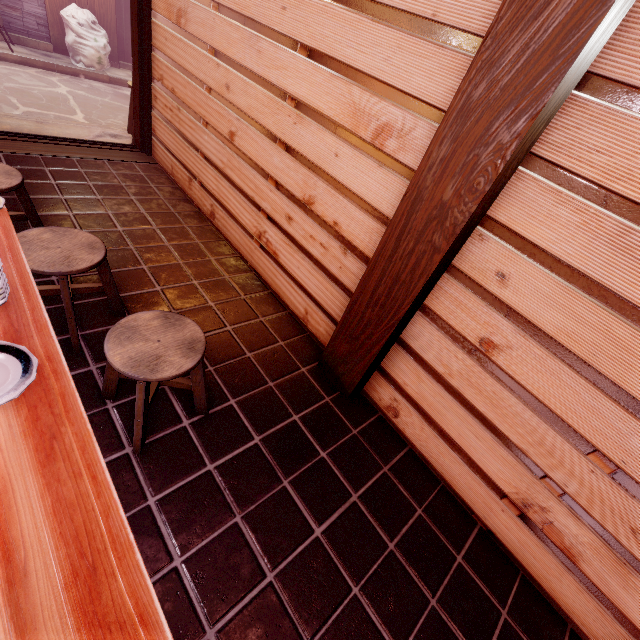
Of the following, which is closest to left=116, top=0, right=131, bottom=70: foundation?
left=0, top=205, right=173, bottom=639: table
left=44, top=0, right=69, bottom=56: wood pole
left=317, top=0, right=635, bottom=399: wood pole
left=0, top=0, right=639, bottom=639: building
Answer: left=44, top=0, right=69, bottom=56: wood pole

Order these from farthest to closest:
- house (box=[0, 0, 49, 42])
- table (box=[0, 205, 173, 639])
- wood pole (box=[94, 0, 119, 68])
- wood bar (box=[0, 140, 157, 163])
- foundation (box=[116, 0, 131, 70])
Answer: foundation (box=[116, 0, 131, 70]) < wood pole (box=[94, 0, 119, 68]) < house (box=[0, 0, 49, 42]) < wood bar (box=[0, 140, 157, 163]) < table (box=[0, 205, 173, 639])

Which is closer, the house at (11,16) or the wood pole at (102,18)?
the house at (11,16)

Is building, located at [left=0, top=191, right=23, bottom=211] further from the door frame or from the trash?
the trash

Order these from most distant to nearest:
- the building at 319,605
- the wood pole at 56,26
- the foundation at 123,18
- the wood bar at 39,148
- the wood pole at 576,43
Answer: the foundation at 123,18 < the wood pole at 56,26 < the wood bar at 39,148 < the building at 319,605 < the wood pole at 576,43

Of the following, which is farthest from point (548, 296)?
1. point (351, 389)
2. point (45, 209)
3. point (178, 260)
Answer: point (45, 209)

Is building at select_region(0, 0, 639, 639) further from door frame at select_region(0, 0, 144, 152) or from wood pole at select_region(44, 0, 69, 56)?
wood pole at select_region(44, 0, 69, 56)

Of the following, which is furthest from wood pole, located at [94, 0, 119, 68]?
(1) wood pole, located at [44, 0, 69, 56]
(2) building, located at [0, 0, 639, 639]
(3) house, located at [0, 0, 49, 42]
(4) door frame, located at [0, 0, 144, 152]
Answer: (2) building, located at [0, 0, 639, 639]
